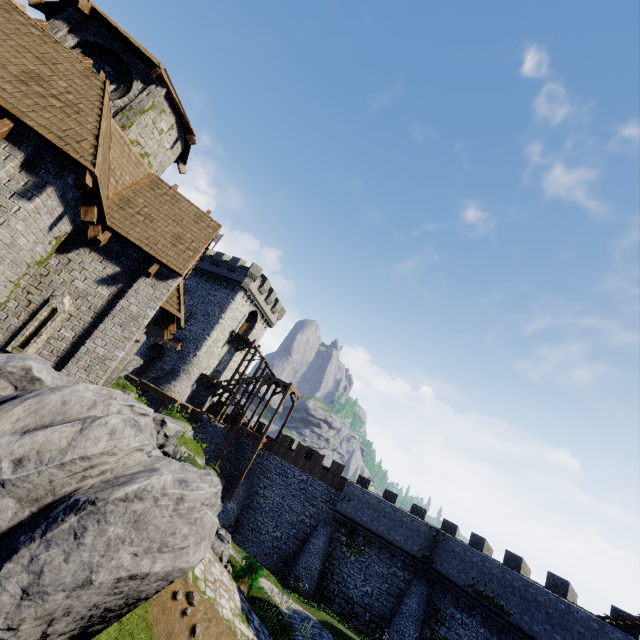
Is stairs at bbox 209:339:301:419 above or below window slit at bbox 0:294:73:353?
above

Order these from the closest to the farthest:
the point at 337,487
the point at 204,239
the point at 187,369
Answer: the point at 204,239, the point at 337,487, the point at 187,369

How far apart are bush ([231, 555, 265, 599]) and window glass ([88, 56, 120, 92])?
20.6 meters

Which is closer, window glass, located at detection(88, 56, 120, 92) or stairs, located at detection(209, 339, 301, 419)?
window glass, located at detection(88, 56, 120, 92)

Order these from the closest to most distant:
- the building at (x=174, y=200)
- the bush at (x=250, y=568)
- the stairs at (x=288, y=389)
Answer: the building at (x=174, y=200) → the bush at (x=250, y=568) → the stairs at (x=288, y=389)

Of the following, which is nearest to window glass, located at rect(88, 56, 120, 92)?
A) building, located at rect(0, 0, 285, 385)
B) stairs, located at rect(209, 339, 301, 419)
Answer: building, located at rect(0, 0, 285, 385)

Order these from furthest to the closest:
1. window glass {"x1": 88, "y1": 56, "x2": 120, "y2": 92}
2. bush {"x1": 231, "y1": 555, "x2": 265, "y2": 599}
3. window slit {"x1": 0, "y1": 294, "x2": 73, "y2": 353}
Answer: bush {"x1": 231, "y1": 555, "x2": 265, "y2": 599} < window glass {"x1": 88, "y1": 56, "x2": 120, "y2": 92} < window slit {"x1": 0, "y1": 294, "x2": 73, "y2": 353}

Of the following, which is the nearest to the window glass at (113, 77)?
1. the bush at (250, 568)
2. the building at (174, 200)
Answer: the building at (174, 200)
